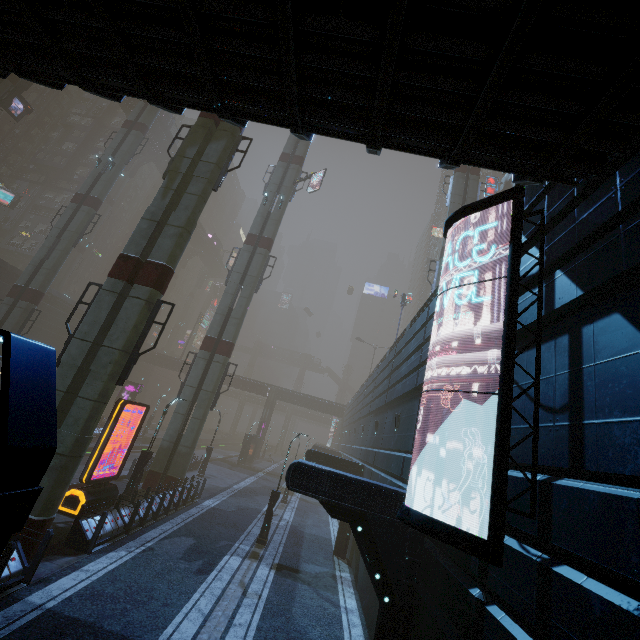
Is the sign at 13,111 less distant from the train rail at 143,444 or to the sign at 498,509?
the train rail at 143,444

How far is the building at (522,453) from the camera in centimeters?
501cm

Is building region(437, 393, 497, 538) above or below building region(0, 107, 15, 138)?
below

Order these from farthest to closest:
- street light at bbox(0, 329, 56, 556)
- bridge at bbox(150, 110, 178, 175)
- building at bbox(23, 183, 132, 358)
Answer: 1. bridge at bbox(150, 110, 178, 175)
2. building at bbox(23, 183, 132, 358)
3. street light at bbox(0, 329, 56, 556)

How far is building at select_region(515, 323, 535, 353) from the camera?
5.8m

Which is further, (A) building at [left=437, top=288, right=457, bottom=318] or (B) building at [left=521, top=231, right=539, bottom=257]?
(A) building at [left=437, top=288, right=457, bottom=318]

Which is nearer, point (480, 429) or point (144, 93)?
point (144, 93)
